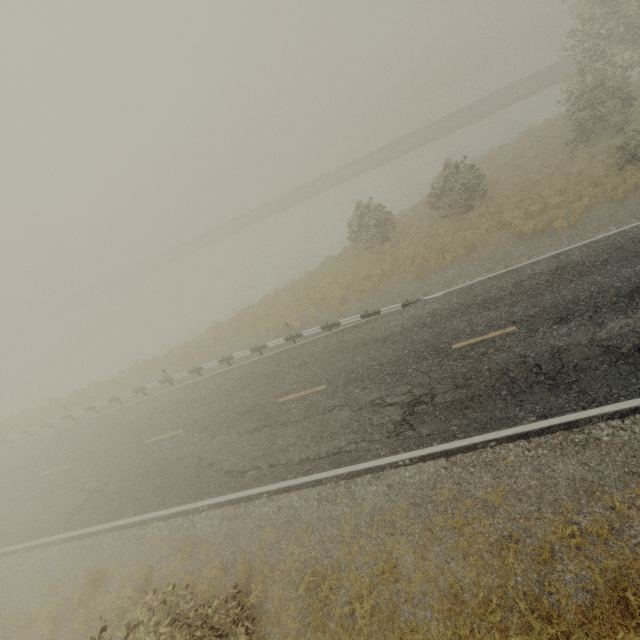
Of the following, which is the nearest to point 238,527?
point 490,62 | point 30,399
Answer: point 30,399
